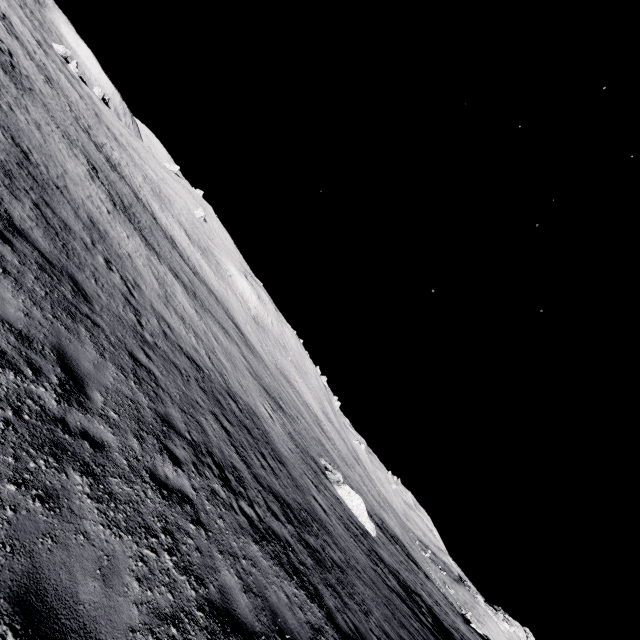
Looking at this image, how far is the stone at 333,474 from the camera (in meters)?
24.80

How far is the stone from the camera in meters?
24.8 m

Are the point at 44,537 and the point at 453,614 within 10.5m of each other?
no
